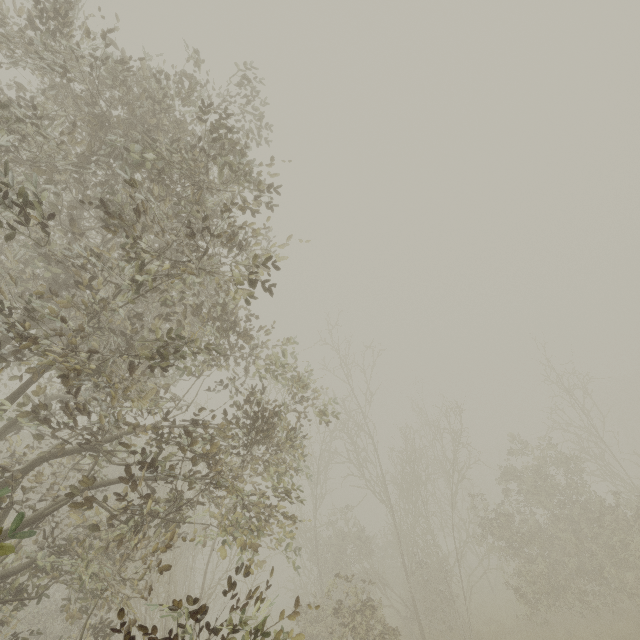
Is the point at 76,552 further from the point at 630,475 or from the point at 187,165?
the point at 630,475
